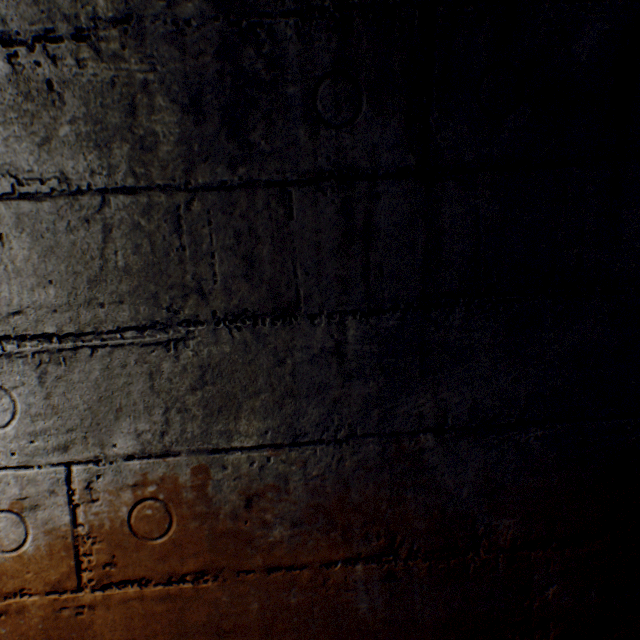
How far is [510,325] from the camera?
0.84m
